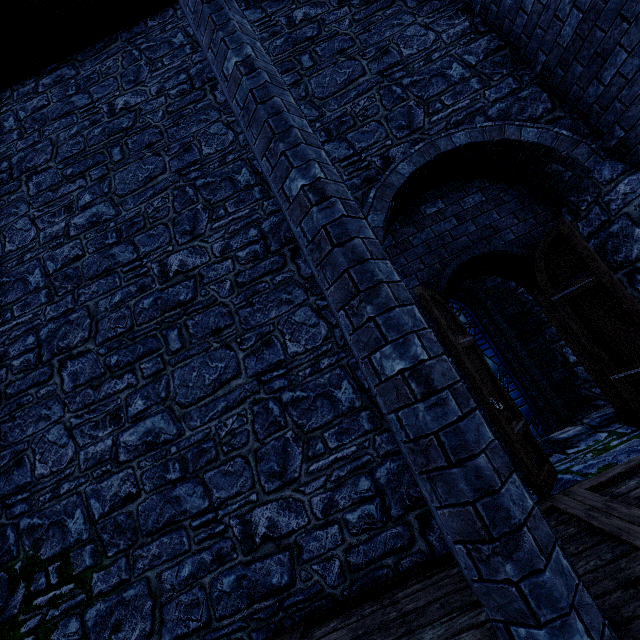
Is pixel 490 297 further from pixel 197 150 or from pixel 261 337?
pixel 197 150

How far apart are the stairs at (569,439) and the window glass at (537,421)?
1.09m

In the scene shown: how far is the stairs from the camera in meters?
4.4 m

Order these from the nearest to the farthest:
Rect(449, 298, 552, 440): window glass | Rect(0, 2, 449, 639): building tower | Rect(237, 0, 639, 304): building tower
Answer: Rect(0, 2, 449, 639): building tower
Rect(237, 0, 639, 304): building tower
Rect(449, 298, 552, 440): window glass

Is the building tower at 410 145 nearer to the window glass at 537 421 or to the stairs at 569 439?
the stairs at 569 439

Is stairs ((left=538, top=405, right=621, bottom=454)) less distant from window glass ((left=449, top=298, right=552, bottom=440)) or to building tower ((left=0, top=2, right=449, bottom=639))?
building tower ((left=0, top=2, right=449, bottom=639))

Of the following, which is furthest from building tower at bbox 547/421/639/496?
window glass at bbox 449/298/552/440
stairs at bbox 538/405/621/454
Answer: window glass at bbox 449/298/552/440
